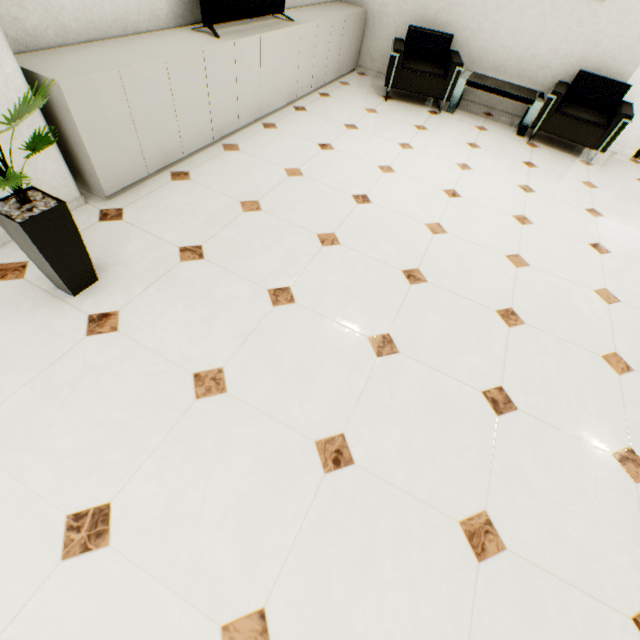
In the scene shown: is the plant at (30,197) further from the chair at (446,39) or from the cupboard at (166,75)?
the chair at (446,39)

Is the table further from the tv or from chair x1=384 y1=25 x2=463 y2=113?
the tv

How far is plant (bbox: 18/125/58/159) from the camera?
1.4m

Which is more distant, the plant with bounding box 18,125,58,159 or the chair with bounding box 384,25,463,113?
the chair with bounding box 384,25,463,113

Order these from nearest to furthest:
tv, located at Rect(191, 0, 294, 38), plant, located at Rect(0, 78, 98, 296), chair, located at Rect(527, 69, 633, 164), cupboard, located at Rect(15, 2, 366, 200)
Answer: plant, located at Rect(0, 78, 98, 296), cupboard, located at Rect(15, 2, 366, 200), tv, located at Rect(191, 0, 294, 38), chair, located at Rect(527, 69, 633, 164)

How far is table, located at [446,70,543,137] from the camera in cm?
448

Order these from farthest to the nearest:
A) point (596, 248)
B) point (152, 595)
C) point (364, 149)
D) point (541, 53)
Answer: point (541, 53)
point (364, 149)
point (596, 248)
point (152, 595)

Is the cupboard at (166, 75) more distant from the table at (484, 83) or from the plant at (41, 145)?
the table at (484, 83)
